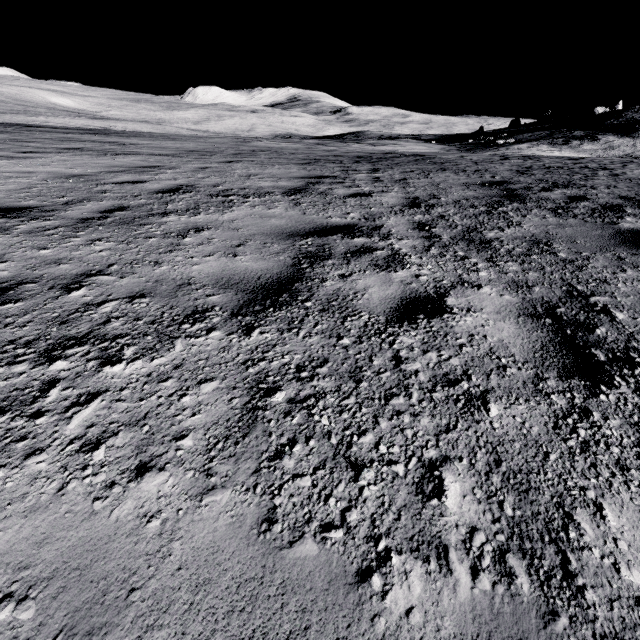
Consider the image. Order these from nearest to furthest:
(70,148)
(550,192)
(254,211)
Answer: (254,211) → (550,192) → (70,148)
